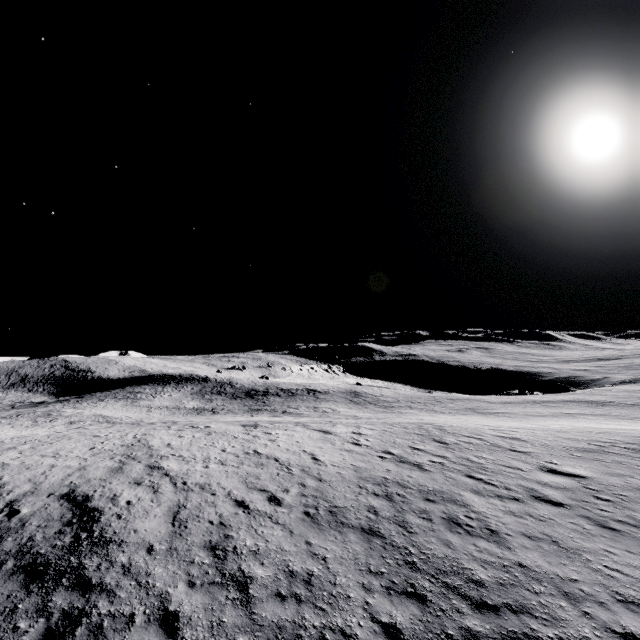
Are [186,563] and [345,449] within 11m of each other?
yes
